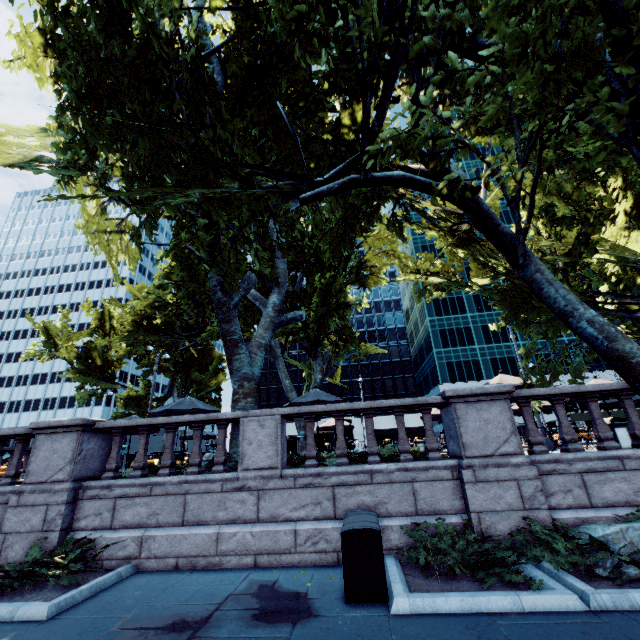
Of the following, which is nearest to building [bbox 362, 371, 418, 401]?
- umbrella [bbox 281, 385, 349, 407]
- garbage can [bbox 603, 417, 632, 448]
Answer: umbrella [bbox 281, 385, 349, 407]

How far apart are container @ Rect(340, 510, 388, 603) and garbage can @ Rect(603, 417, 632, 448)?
8.7 meters

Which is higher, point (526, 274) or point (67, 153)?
point (67, 153)

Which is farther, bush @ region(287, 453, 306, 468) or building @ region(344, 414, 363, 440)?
building @ region(344, 414, 363, 440)

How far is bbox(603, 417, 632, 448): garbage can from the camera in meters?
9.8

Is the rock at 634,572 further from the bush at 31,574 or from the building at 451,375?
the building at 451,375

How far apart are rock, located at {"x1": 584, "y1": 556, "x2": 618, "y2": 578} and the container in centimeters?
302cm

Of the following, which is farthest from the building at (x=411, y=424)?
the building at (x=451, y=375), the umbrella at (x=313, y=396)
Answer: the umbrella at (x=313, y=396)
